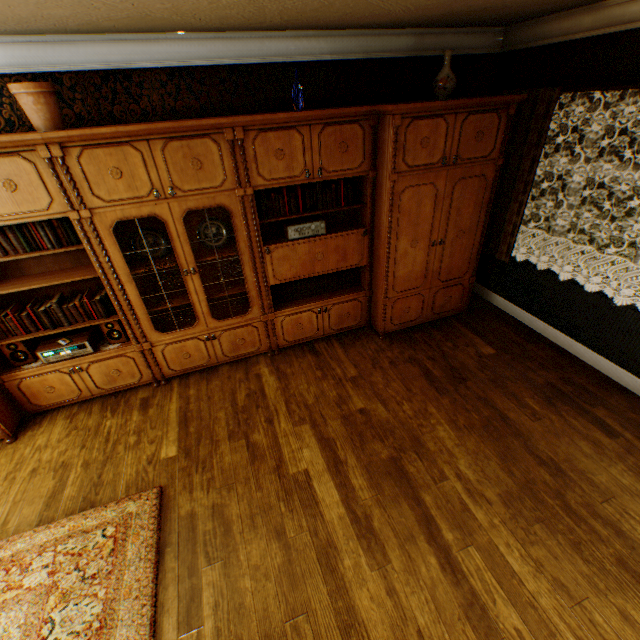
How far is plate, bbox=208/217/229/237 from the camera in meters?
3.4

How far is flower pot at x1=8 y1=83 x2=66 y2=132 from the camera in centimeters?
233cm

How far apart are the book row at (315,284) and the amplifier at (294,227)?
0.6m

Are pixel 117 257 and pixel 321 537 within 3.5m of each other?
yes

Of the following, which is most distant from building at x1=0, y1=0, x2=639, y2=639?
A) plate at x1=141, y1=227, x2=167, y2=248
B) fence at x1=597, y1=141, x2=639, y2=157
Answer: fence at x1=597, y1=141, x2=639, y2=157

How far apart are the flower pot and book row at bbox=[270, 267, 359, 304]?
2.3 meters

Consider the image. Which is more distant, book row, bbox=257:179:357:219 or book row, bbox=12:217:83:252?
book row, bbox=257:179:357:219

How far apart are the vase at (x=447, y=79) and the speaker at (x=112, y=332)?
3.97m
